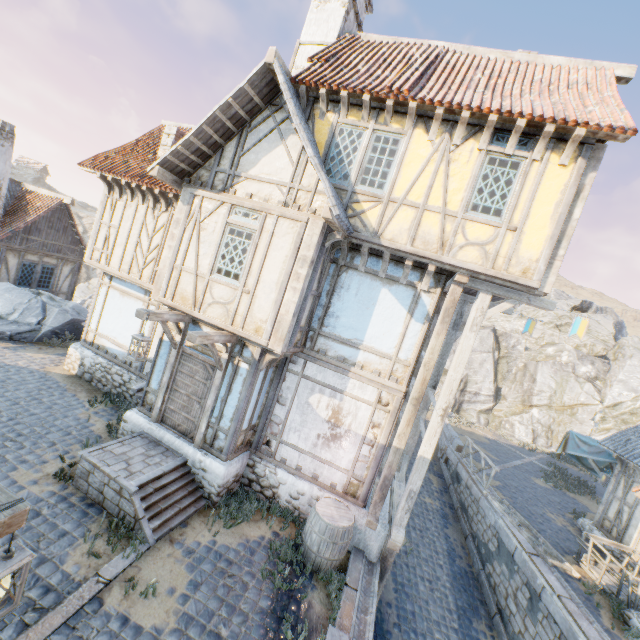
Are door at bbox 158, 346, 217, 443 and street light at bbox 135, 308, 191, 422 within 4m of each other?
yes

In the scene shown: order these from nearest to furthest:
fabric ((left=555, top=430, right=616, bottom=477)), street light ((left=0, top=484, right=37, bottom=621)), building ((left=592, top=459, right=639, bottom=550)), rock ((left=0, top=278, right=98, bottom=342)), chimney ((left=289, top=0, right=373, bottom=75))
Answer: street light ((left=0, top=484, right=37, bottom=621))
chimney ((left=289, top=0, right=373, bottom=75))
building ((left=592, top=459, right=639, bottom=550))
rock ((left=0, top=278, right=98, bottom=342))
fabric ((left=555, top=430, right=616, bottom=477))

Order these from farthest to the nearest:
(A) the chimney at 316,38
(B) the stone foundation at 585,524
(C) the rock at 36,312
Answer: (C) the rock at 36,312 → (B) the stone foundation at 585,524 → (A) the chimney at 316,38

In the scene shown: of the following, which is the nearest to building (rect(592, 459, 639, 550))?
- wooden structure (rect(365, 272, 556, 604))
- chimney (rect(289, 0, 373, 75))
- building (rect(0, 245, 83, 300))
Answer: wooden structure (rect(365, 272, 556, 604))

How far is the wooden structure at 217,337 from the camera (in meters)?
6.49

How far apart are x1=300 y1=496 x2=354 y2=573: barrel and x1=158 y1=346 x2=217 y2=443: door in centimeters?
325cm

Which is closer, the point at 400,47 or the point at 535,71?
the point at 535,71

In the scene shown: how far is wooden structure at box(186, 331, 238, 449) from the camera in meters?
6.5 m
